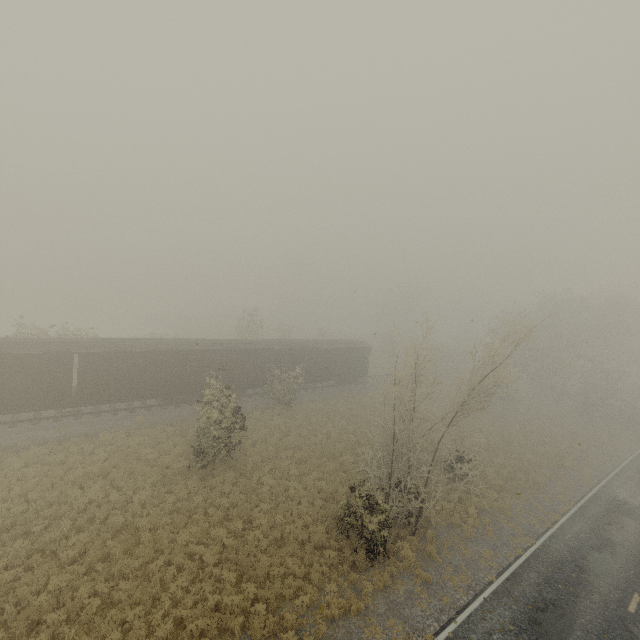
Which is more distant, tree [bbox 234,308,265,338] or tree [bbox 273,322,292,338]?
tree [bbox 273,322,292,338]

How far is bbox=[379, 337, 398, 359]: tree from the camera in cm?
1476

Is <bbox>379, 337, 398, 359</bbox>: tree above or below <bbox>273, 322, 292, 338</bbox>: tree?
below

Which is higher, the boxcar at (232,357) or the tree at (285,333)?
the tree at (285,333)

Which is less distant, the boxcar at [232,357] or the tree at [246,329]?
the boxcar at [232,357]

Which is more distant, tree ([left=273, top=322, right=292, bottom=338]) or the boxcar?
tree ([left=273, top=322, right=292, bottom=338])

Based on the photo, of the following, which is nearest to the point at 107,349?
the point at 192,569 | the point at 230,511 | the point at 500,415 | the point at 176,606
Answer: the point at 230,511
